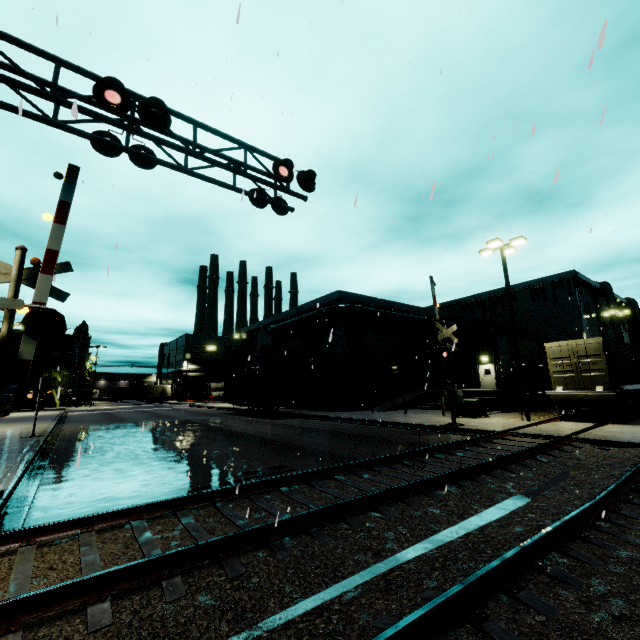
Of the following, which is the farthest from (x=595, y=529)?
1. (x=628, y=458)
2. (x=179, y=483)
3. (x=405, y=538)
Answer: (x=179, y=483)

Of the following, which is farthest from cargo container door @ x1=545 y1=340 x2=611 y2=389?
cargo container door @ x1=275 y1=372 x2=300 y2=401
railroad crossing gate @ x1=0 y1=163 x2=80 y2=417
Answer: railroad crossing gate @ x1=0 y1=163 x2=80 y2=417

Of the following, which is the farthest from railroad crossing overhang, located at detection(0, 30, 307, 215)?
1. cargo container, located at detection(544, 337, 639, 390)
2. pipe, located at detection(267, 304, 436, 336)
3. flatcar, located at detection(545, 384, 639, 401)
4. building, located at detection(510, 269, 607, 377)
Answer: pipe, located at detection(267, 304, 436, 336)

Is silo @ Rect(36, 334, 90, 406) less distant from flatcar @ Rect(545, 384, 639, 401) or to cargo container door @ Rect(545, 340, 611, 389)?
flatcar @ Rect(545, 384, 639, 401)

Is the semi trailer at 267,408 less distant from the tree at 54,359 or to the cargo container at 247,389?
the cargo container at 247,389

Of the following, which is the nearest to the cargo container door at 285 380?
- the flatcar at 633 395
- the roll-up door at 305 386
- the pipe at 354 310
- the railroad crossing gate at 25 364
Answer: the flatcar at 633 395

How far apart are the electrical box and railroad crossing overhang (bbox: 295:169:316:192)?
15.61m

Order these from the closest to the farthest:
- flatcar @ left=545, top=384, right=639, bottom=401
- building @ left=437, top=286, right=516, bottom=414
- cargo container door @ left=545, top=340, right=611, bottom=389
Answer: flatcar @ left=545, top=384, right=639, bottom=401 < cargo container door @ left=545, top=340, right=611, bottom=389 < building @ left=437, top=286, right=516, bottom=414
